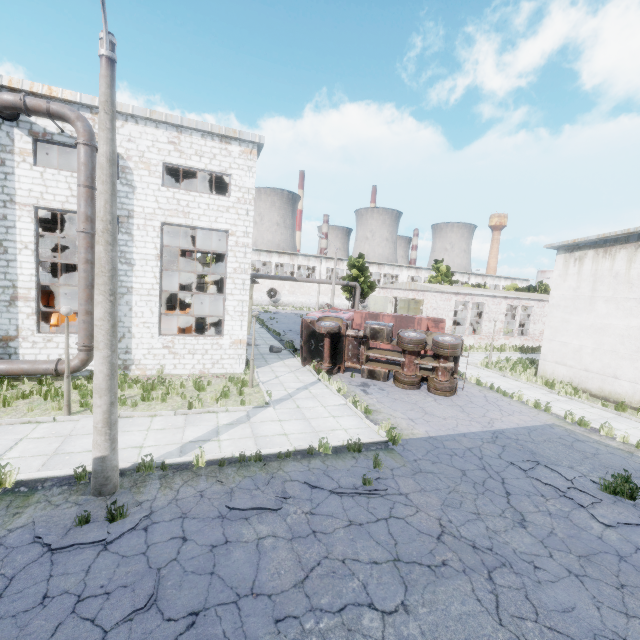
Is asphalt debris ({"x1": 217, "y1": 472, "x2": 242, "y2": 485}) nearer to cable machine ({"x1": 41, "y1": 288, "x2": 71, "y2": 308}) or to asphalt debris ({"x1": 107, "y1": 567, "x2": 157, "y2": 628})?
asphalt debris ({"x1": 107, "y1": 567, "x2": 157, "y2": 628})

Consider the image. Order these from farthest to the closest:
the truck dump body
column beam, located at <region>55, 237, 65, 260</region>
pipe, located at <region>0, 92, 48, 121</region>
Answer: column beam, located at <region>55, 237, 65, 260</region> < the truck dump body < pipe, located at <region>0, 92, 48, 121</region>

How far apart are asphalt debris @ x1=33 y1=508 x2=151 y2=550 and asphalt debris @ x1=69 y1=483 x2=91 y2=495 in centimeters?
22cm

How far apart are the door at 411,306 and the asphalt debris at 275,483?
25.04m

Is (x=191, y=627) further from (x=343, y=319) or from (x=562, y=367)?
(x=562, y=367)

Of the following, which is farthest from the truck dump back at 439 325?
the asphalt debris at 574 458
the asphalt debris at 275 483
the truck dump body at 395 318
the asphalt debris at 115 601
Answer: the asphalt debris at 115 601

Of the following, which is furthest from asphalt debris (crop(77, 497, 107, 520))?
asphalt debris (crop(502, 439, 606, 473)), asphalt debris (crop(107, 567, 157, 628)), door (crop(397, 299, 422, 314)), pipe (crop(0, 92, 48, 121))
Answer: door (crop(397, 299, 422, 314))
